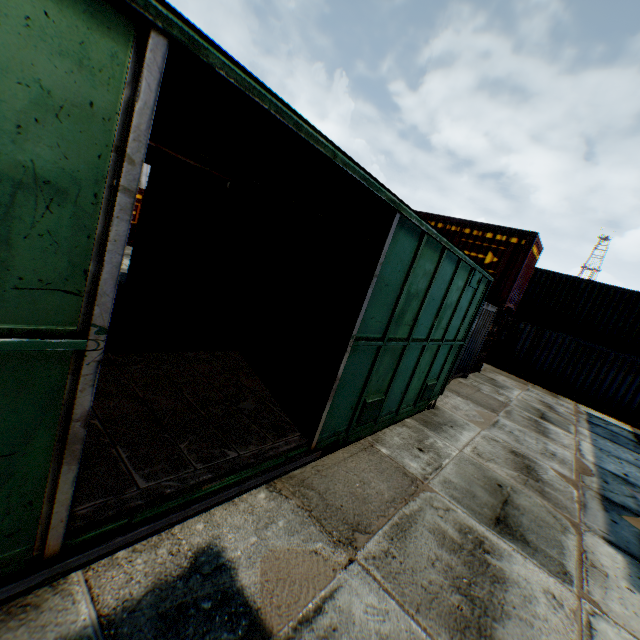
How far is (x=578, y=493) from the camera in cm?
620
